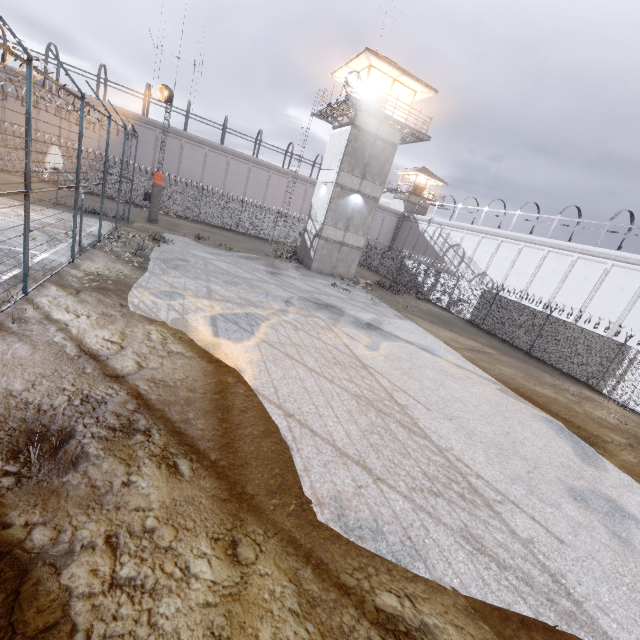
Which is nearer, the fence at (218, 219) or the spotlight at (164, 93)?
the spotlight at (164, 93)

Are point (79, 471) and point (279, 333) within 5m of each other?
no

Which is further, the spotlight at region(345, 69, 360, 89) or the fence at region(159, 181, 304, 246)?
the fence at region(159, 181, 304, 246)

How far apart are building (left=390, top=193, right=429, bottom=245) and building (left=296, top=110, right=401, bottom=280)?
23.6 meters

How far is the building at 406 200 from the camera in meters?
47.0

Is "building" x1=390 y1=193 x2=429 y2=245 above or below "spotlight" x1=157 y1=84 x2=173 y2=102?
above

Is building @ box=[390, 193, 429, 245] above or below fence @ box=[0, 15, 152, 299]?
above

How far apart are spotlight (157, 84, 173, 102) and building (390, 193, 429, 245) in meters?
33.7 m
